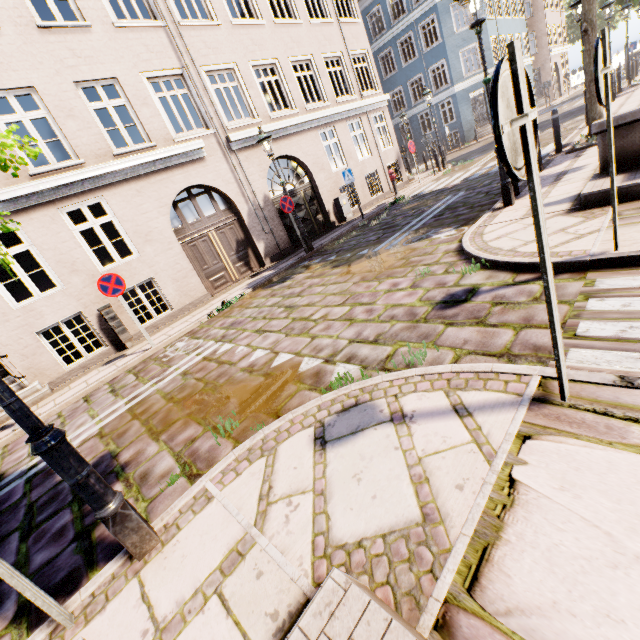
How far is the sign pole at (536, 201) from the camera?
1.5m

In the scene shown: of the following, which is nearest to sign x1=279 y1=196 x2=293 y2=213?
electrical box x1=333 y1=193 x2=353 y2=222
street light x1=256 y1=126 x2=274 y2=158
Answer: street light x1=256 y1=126 x2=274 y2=158

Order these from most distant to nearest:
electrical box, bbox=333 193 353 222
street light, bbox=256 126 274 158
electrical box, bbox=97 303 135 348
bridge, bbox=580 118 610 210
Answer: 1. electrical box, bbox=333 193 353 222
2. street light, bbox=256 126 274 158
3. electrical box, bbox=97 303 135 348
4. bridge, bbox=580 118 610 210

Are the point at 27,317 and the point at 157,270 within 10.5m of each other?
yes

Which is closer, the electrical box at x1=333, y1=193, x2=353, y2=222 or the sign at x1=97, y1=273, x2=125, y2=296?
the sign at x1=97, y1=273, x2=125, y2=296

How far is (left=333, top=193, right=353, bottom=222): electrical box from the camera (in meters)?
14.03

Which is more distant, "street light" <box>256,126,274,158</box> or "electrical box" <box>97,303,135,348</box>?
"street light" <box>256,126,274,158</box>

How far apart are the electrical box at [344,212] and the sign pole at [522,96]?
13.08m
